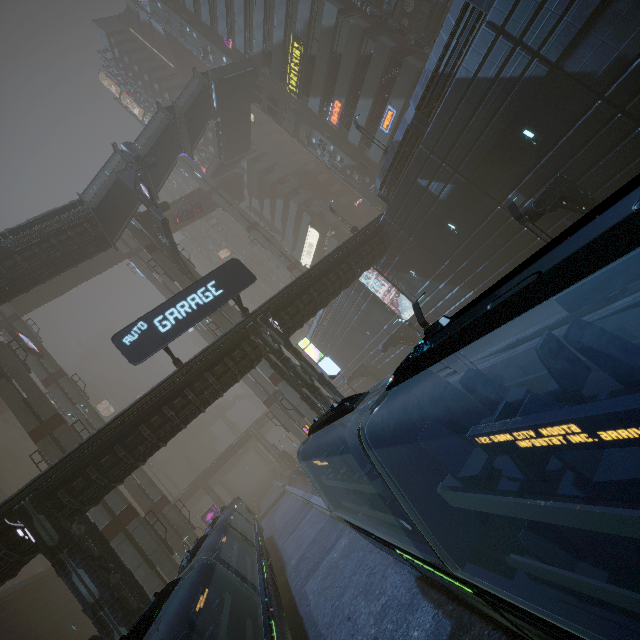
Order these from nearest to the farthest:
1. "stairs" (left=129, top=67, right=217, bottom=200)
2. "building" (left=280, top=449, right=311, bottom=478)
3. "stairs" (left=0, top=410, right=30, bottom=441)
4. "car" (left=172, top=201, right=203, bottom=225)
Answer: "stairs" (left=129, top=67, right=217, bottom=200) < "building" (left=280, top=449, right=311, bottom=478) < "car" (left=172, top=201, right=203, bottom=225) < "stairs" (left=0, top=410, right=30, bottom=441)

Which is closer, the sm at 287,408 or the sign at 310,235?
the sm at 287,408

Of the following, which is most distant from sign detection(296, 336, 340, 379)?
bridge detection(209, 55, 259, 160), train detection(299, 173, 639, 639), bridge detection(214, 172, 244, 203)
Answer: bridge detection(209, 55, 259, 160)

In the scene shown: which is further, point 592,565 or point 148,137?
point 148,137

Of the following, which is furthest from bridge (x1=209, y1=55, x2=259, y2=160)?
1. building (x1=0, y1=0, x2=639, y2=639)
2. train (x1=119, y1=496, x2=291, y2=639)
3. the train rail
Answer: the train rail

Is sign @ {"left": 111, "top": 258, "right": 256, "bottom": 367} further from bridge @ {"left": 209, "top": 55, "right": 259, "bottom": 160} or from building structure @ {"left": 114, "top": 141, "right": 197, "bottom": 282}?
bridge @ {"left": 209, "top": 55, "right": 259, "bottom": 160}

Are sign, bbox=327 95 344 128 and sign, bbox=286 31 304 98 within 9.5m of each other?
yes

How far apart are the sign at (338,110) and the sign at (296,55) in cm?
428
